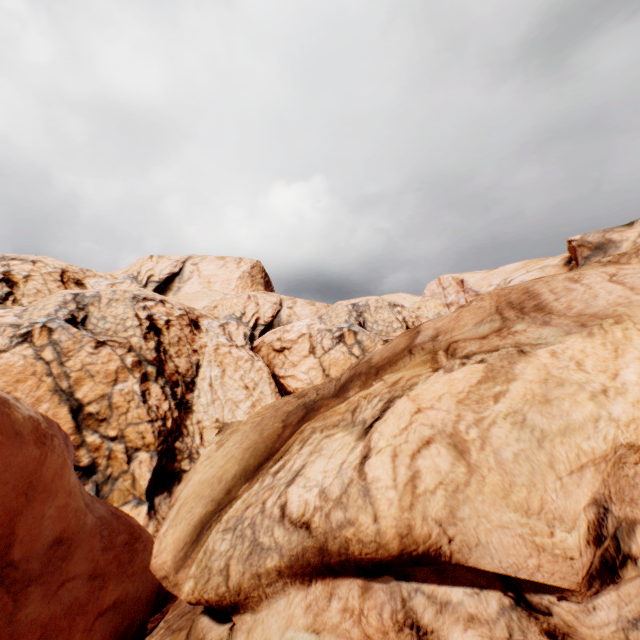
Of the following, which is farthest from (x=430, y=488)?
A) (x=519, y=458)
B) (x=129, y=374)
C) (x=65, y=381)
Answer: (x=65, y=381)
